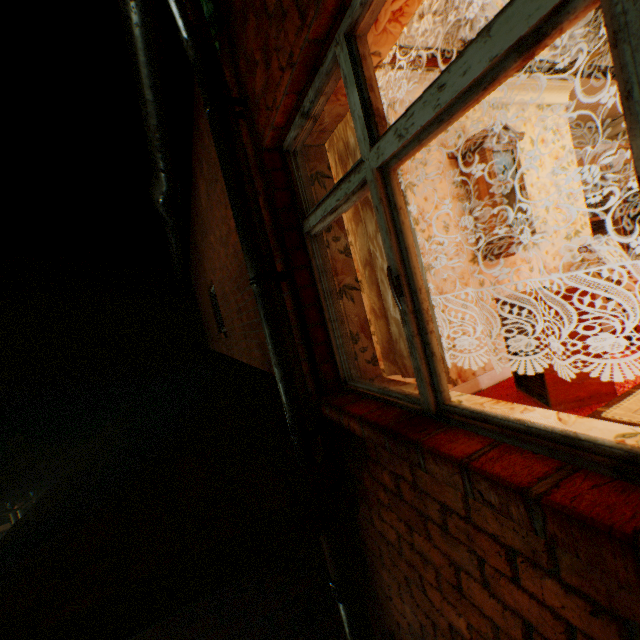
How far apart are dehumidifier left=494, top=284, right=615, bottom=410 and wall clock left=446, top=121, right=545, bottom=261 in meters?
0.5

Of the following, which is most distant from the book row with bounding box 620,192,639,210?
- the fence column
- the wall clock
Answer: the fence column

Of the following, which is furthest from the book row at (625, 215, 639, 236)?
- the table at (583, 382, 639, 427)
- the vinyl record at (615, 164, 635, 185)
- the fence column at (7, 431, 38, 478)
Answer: the fence column at (7, 431, 38, 478)

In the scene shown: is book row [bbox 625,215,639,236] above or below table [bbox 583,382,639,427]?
above

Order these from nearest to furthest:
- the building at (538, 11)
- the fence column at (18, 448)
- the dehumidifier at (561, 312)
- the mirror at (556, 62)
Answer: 1. the building at (538, 11)
2. the dehumidifier at (561, 312)
3. the mirror at (556, 62)
4. the fence column at (18, 448)

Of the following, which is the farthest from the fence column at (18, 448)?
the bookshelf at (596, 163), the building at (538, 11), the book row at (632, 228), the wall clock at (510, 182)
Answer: the book row at (632, 228)

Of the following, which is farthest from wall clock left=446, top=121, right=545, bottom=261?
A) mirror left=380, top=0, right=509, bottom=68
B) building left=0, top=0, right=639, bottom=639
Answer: mirror left=380, top=0, right=509, bottom=68

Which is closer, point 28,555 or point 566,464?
point 566,464
